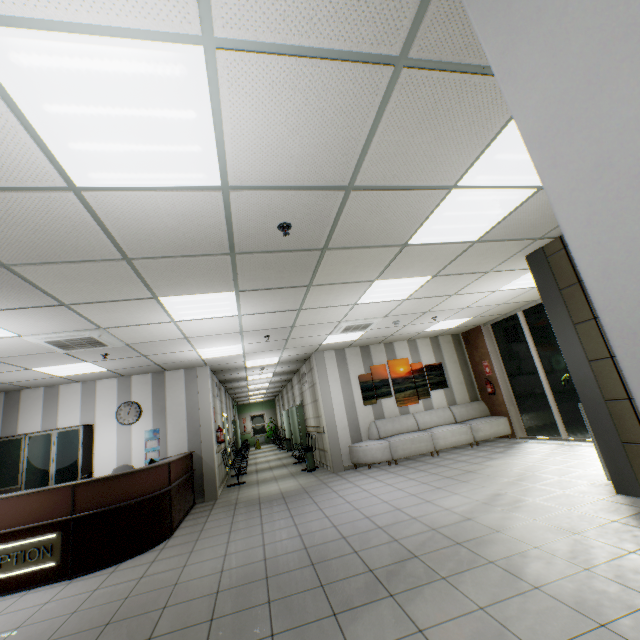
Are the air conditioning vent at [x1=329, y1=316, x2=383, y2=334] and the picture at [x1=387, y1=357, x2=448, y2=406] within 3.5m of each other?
yes

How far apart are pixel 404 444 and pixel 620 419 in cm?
502

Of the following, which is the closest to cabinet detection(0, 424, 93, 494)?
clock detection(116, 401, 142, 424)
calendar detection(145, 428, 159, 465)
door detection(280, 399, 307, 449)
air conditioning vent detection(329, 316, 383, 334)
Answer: clock detection(116, 401, 142, 424)

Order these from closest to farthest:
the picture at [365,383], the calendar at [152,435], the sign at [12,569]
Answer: the sign at [12,569]
the calendar at [152,435]
the picture at [365,383]

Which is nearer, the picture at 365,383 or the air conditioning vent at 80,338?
the air conditioning vent at 80,338

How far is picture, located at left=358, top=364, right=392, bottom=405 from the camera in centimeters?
926cm

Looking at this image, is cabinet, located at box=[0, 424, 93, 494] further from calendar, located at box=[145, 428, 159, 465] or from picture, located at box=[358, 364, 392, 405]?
picture, located at box=[358, 364, 392, 405]

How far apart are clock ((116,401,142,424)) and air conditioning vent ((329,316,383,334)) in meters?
5.1 m
